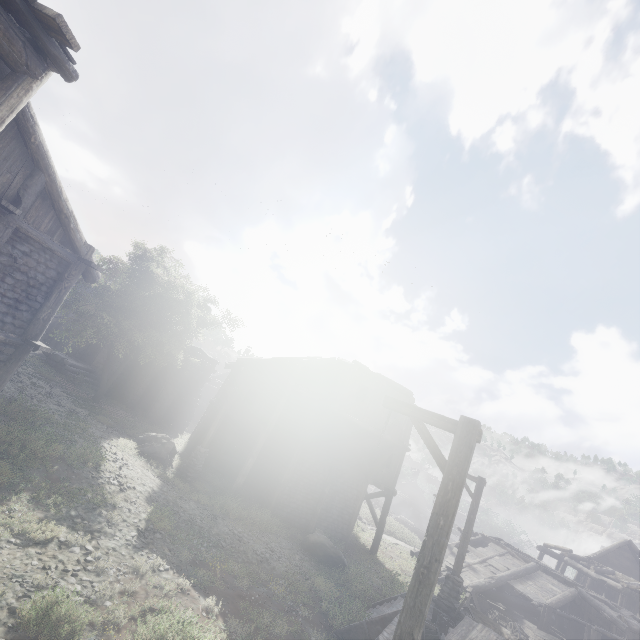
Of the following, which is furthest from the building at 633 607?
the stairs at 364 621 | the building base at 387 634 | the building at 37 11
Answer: the building base at 387 634

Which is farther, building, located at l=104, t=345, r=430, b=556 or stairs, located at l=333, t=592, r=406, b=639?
building, located at l=104, t=345, r=430, b=556

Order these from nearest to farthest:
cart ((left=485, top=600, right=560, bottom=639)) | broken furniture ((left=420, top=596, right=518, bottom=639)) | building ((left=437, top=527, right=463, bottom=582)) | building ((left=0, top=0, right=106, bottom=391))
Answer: building ((left=0, top=0, right=106, bottom=391)), broken furniture ((left=420, top=596, right=518, bottom=639)), cart ((left=485, top=600, right=560, bottom=639)), building ((left=437, top=527, right=463, bottom=582))

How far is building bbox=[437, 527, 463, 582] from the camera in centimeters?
2089cm

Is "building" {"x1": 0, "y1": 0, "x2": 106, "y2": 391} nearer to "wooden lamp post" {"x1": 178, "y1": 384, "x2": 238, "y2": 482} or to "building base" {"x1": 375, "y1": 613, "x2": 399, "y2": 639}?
"wooden lamp post" {"x1": 178, "y1": 384, "x2": 238, "y2": 482}

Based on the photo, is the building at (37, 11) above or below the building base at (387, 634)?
above

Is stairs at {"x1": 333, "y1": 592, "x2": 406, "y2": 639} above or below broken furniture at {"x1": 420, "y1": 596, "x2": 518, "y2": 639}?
below

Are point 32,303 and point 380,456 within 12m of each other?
no
